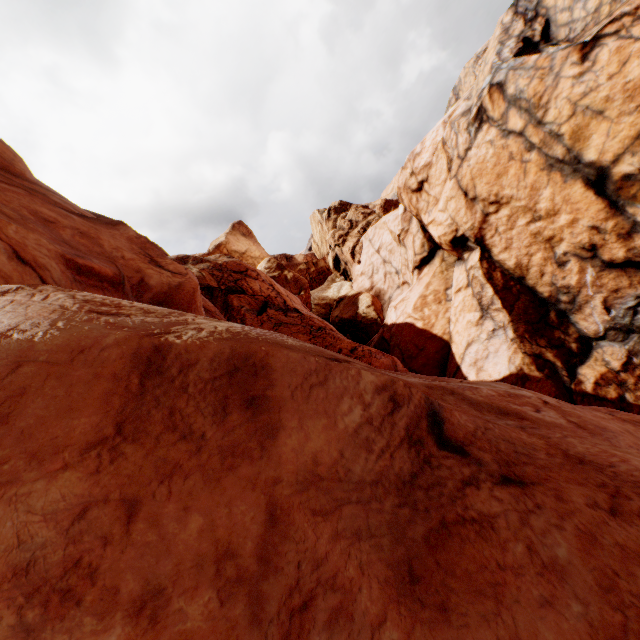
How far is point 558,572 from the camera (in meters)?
2.17
